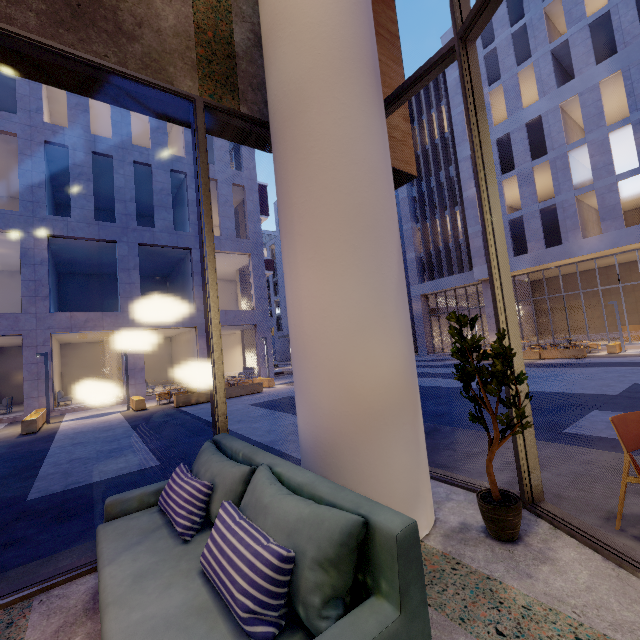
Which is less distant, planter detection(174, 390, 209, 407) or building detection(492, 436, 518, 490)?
building detection(492, 436, 518, 490)

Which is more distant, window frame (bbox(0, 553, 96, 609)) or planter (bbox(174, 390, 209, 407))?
planter (bbox(174, 390, 209, 407))

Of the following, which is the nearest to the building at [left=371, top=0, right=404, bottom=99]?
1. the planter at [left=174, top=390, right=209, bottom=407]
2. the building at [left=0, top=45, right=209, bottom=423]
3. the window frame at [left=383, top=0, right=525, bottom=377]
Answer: the window frame at [left=383, top=0, right=525, bottom=377]

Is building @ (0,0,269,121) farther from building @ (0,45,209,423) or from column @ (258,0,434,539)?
building @ (0,45,209,423)

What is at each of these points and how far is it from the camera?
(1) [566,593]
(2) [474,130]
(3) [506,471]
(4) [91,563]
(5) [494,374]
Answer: (1) building, 1.9m
(2) window frame, 3.1m
(3) building, 3.7m
(4) window frame, 2.6m
(5) tree, 2.5m

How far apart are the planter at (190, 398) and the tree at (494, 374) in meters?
13.5 m

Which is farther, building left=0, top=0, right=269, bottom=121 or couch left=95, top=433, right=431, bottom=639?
building left=0, top=0, right=269, bottom=121

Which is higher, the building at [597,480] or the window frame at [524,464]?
the window frame at [524,464]
